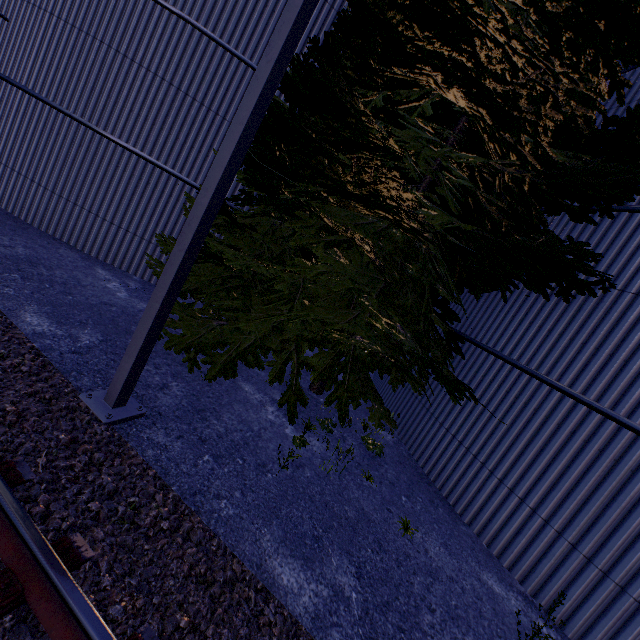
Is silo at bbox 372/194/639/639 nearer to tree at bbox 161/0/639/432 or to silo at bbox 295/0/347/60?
tree at bbox 161/0/639/432

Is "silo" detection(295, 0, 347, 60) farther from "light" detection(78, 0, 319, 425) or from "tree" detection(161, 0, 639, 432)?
"light" detection(78, 0, 319, 425)

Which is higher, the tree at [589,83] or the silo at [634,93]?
the silo at [634,93]

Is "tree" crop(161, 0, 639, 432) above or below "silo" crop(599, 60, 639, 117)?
below

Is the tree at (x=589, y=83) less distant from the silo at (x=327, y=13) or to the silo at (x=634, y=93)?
the silo at (x=634, y=93)

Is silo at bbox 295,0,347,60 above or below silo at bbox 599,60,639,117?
below

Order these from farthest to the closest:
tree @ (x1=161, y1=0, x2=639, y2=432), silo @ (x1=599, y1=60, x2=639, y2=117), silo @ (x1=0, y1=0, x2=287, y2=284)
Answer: silo @ (x1=0, y1=0, x2=287, y2=284) < silo @ (x1=599, y1=60, x2=639, y2=117) < tree @ (x1=161, y1=0, x2=639, y2=432)

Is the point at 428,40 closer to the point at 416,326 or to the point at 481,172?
the point at 481,172
